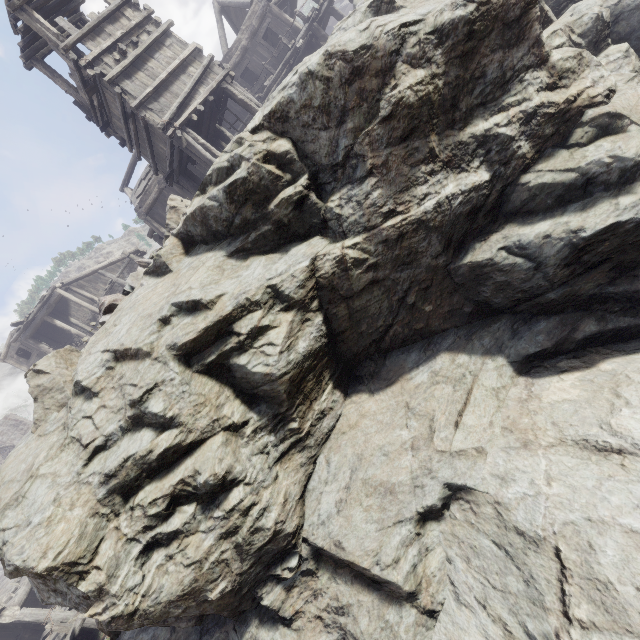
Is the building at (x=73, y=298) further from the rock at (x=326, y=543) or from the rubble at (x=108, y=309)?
the rubble at (x=108, y=309)

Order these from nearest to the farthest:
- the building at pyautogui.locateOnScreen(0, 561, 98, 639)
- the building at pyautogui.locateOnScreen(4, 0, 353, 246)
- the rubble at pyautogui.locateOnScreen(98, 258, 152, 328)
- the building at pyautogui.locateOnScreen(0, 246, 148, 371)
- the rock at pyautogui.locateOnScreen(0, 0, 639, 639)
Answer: the rock at pyautogui.locateOnScreen(0, 0, 639, 639) → the rubble at pyautogui.locateOnScreen(98, 258, 152, 328) → the building at pyautogui.locateOnScreen(4, 0, 353, 246) → the building at pyautogui.locateOnScreen(0, 561, 98, 639) → the building at pyautogui.locateOnScreen(0, 246, 148, 371)

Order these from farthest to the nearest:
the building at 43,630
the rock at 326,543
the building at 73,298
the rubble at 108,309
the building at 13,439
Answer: the building at 13,439
the building at 73,298
the building at 43,630
the rubble at 108,309
the rock at 326,543

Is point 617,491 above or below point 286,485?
below

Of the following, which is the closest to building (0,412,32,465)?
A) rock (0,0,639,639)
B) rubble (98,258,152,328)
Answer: rock (0,0,639,639)

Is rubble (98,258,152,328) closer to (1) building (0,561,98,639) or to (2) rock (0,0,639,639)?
(2) rock (0,0,639,639)

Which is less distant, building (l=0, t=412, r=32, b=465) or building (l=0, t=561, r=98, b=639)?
building (l=0, t=561, r=98, b=639)

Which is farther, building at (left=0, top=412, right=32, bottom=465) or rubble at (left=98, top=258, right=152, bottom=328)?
building at (left=0, top=412, right=32, bottom=465)
